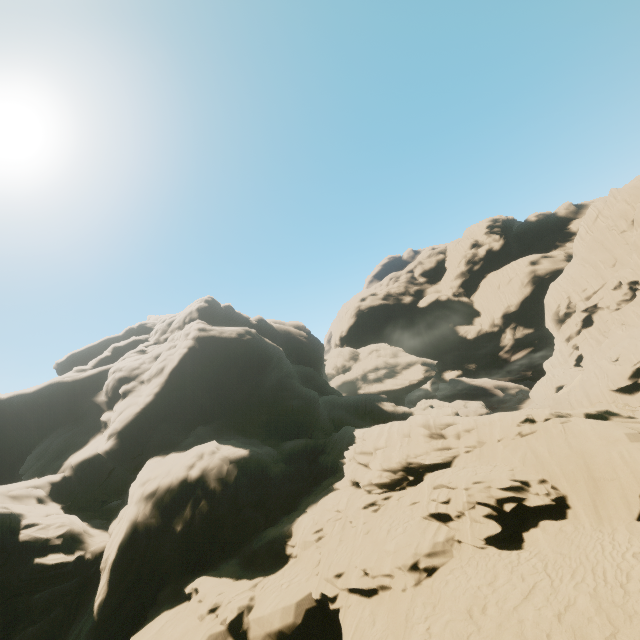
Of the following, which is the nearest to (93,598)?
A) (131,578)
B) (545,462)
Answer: (131,578)
